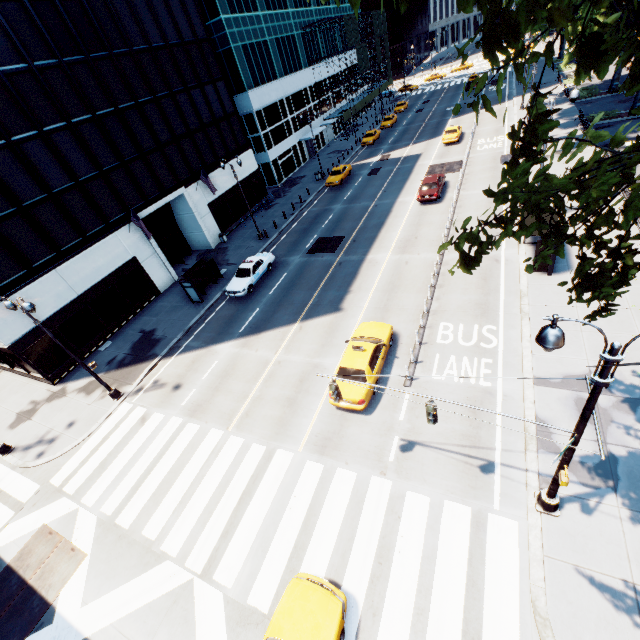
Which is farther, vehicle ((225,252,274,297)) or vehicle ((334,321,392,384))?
vehicle ((225,252,274,297))

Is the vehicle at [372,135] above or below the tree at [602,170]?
below

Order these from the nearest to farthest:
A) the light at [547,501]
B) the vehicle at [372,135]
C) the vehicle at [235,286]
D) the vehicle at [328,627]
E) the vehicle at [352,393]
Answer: the light at [547,501] < the vehicle at [328,627] < the vehicle at [352,393] < the vehicle at [235,286] < the vehicle at [372,135]

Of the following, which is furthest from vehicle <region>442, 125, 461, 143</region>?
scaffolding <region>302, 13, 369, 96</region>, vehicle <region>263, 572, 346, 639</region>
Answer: vehicle <region>263, 572, 346, 639</region>

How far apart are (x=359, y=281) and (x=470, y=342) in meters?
8.6

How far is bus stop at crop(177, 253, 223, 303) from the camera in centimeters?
2375cm

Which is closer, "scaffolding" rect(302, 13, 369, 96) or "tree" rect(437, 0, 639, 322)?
"tree" rect(437, 0, 639, 322)

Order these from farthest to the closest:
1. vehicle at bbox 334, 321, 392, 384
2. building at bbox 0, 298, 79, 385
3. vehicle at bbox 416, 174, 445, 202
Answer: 1. vehicle at bbox 416, 174, 445, 202
2. building at bbox 0, 298, 79, 385
3. vehicle at bbox 334, 321, 392, 384
